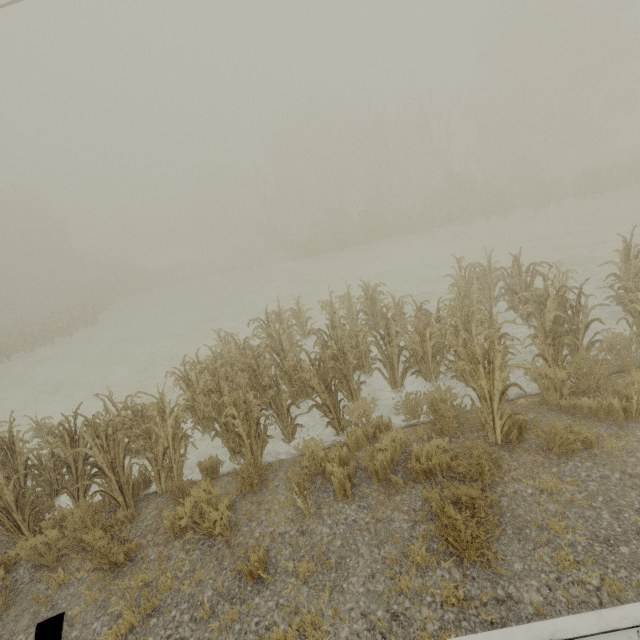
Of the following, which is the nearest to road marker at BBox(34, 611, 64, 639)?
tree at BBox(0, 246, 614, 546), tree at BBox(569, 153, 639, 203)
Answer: tree at BBox(0, 246, 614, 546)

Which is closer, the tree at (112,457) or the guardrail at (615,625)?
the guardrail at (615,625)

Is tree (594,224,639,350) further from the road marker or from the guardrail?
the road marker

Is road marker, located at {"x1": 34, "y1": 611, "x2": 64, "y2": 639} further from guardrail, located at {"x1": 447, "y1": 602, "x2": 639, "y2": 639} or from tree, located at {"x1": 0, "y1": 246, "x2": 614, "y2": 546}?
tree, located at {"x1": 0, "y1": 246, "x2": 614, "y2": 546}

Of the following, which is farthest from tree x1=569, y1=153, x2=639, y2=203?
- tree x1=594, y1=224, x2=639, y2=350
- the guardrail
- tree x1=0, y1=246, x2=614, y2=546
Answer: tree x1=0, y1=246, x2=614, y2=546

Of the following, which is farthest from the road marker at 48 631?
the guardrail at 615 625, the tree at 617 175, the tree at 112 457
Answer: the tree at 617 175

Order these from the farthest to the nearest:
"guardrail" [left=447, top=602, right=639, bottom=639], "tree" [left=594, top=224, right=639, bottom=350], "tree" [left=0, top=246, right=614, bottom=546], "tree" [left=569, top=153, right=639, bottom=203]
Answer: "tree" [left=569, top=153, right=639, bottom=203] < "tree" [left=594, top=224, right=639, bottom=350] < "tree" [left=0, top=246, right=614, bottom=546] < "guardrail" [left=447, top=602, right=639, bottom=639]

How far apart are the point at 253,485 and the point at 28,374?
19.5 meters
